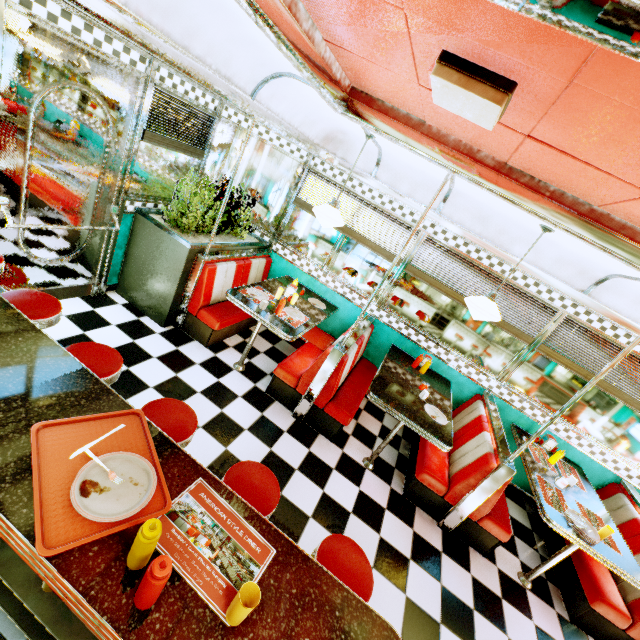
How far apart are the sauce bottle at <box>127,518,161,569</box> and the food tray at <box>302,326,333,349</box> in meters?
3.6 m

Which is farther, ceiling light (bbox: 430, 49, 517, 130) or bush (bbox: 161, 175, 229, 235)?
bush (bbox: 161, 175, 229, 235)

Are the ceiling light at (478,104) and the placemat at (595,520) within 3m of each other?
no

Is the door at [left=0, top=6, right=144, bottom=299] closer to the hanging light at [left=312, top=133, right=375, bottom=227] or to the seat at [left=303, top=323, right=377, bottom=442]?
the hanging light at [left=312, top=133, right=375, bottom=227]

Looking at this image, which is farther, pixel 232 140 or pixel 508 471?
pixel 232 140

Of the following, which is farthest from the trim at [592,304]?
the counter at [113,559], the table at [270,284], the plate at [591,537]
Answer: the plate at [591,537]

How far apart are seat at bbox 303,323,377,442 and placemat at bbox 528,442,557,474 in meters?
2.1 m

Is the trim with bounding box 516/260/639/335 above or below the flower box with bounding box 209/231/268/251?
above
